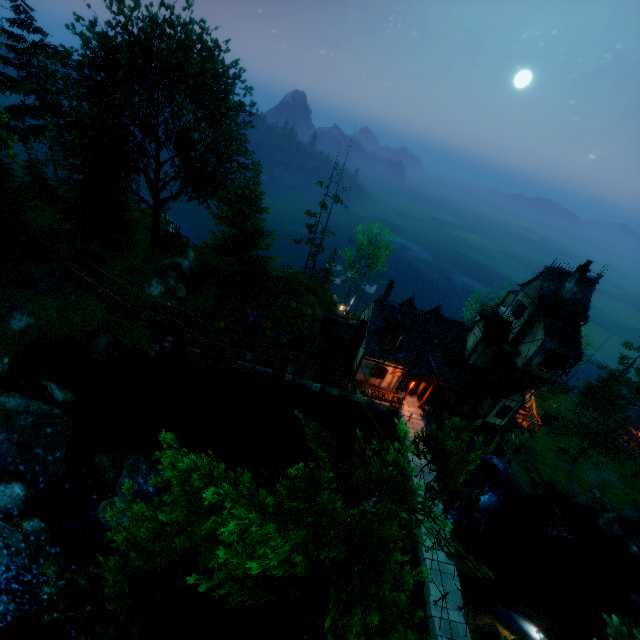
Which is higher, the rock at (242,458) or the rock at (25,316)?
the rock at (25,316)

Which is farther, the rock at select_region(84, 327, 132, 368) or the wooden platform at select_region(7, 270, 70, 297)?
the rock at select_region(84, 327, 132, 368)

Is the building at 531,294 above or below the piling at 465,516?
above

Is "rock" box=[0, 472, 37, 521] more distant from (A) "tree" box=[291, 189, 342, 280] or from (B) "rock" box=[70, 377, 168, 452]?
(A) "tree" box=[291, 189, 342, 280]

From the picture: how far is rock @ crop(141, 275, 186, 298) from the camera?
27.8m

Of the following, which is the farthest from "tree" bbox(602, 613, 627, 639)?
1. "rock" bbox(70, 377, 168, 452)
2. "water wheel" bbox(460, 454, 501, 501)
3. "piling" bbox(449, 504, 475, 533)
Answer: "piling" bbox(449, 504, 475, 533)

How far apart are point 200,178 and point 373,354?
19.7 meters

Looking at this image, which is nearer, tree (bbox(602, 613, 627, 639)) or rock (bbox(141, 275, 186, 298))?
tree (bbox(602, 613, 627, 639))
